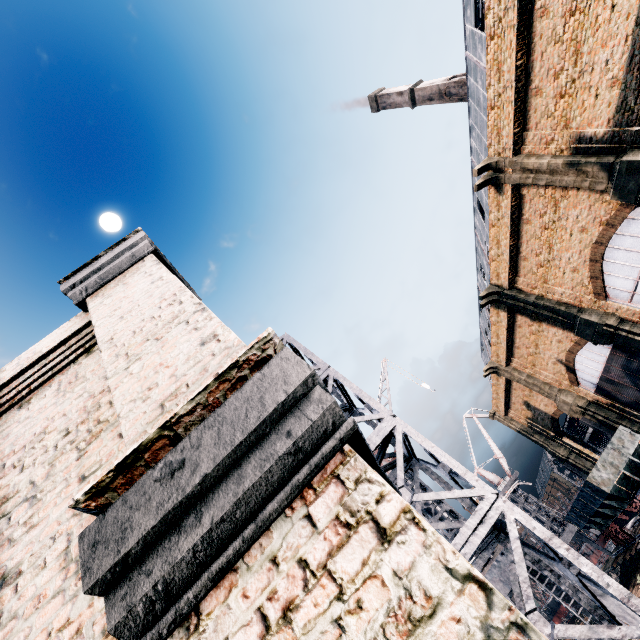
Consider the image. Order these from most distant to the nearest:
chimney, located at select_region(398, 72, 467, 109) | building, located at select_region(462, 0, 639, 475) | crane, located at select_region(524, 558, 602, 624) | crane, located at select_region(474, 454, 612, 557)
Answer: chimney, located at select_region(398, 72, 467, 109) < crane, located at select_region(474, 454, 612, 557) < building, located at select_region(462, 0, 639, 475) < crane, located at select_region(524, 558, 602, 624)

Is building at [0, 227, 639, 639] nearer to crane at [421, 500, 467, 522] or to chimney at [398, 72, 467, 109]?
crane at [421, 500, 467, 522]

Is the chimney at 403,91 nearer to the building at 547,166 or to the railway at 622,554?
the building at 547,166

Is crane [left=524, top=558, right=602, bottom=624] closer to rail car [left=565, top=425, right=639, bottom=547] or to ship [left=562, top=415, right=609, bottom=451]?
rail car [left=565, top=425, right=639, bottom=547]

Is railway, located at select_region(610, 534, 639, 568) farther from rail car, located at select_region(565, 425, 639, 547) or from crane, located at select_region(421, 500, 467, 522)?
crane, located at select_region(421, 500, 467, 522)

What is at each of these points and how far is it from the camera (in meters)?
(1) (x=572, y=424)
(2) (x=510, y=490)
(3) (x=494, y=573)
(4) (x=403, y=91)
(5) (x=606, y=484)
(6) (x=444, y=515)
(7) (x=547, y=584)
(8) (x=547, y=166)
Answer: (1) ship, 52.97
(2) crane, 53.44
(3) crane, 14.53
(4) chimney, 59.19
(5) rail car, 21.52
(6) crane, 17.52
(7) crane, 15.88
(8) building, 19.41

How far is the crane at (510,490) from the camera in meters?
48.5 m

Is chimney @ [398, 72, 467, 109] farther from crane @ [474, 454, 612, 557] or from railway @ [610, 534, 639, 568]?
crane @ [474, 454, 612, 557]
